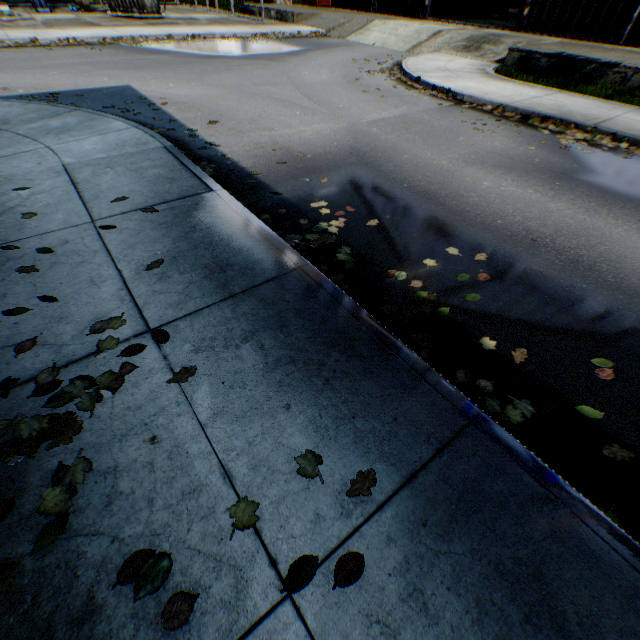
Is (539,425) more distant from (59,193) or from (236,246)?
(59,193)

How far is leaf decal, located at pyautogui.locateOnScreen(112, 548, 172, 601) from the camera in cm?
137

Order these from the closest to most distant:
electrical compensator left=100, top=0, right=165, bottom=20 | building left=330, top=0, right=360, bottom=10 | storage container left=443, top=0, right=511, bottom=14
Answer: electrical compensator left=100, top=0, right=165, bottom=20, building left=330, top=0, right=360, bottom=10, storage container left=443, top=0, right=511, bottom=14

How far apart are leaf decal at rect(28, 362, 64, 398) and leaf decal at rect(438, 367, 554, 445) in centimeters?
156cm

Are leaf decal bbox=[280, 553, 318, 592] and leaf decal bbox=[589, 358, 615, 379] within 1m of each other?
no

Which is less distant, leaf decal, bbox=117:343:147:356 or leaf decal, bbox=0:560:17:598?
leaf decal, bbox=0:560:17:598

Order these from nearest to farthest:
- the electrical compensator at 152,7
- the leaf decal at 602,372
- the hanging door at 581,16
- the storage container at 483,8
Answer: the leaf decal at 602,372 → the hanging door at 581,16 → the electrical compensator at 152,7 → the storage container at 483,8

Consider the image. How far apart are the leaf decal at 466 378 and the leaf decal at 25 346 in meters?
1.6 m
